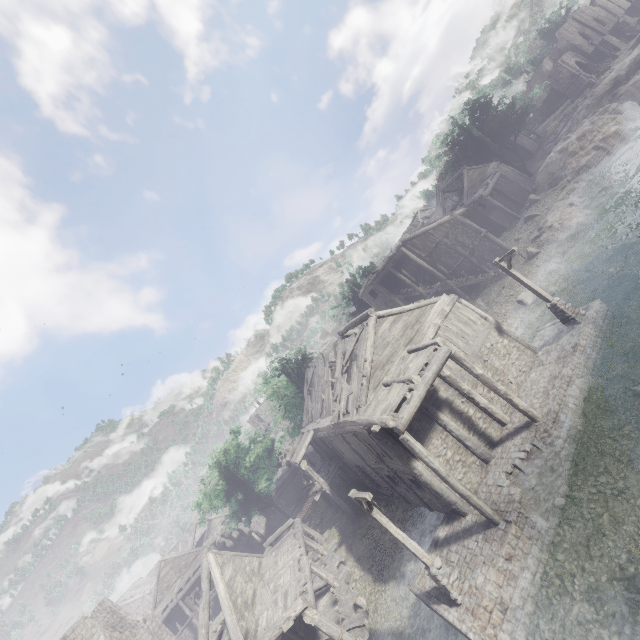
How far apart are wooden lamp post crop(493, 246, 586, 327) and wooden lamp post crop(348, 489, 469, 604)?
13.0m

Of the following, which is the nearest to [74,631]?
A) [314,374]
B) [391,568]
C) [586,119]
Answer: [391,568]

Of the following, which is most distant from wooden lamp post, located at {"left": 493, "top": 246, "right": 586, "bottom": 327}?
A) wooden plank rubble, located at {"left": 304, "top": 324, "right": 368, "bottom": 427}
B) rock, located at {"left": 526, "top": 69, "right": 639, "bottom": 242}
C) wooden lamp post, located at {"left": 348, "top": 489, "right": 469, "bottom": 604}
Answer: rock, located at {"left": 526, "top": 69, "right": 639, "bottom": 242}

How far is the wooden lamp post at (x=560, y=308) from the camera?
16.48m

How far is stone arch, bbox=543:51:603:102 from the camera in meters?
47.8 m

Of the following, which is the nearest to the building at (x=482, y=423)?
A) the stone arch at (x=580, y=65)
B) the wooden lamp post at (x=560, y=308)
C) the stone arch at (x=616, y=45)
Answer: the stone arch at (x=580, y=65)

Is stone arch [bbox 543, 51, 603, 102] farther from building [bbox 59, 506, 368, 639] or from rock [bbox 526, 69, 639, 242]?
A: rock [bbox 526, 69, 639, 242]

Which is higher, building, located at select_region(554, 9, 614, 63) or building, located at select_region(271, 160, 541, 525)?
building, located at select_region(554, 9, 614, 63)
